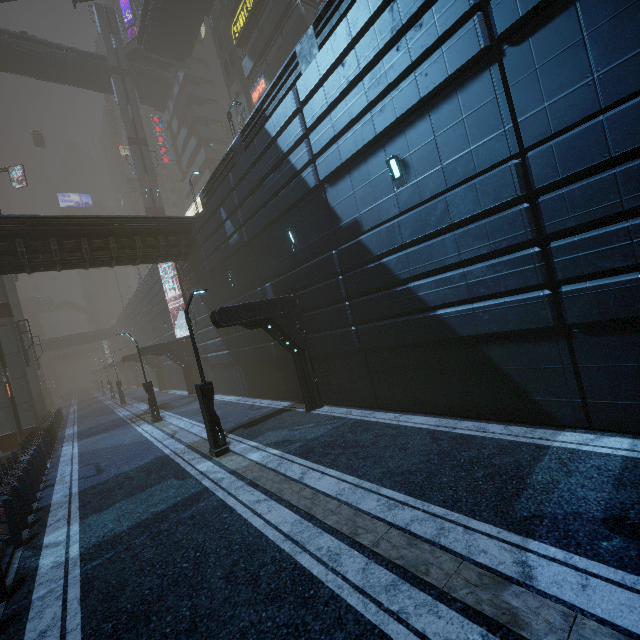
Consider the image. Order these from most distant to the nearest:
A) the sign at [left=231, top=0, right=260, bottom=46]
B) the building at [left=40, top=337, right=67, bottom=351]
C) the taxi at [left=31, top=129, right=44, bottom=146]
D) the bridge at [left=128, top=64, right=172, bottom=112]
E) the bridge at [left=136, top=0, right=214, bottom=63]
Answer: the building at [left=40, top=337, right=67, bottom=351] → the taxi at [left=31, top=129, right=44, bottom=146] → the bridge at [left=128, top=64, right=172, bottom=112] → the bridge at [left=136, top=0, right=214, bottom=63] → the sign at [left=231, top=0, right=260, bottom=46]

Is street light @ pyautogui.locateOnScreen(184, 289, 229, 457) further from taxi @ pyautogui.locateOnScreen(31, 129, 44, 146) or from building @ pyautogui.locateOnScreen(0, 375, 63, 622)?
taxi @ pyautogui.locateOnScreen(31, 129, 44, 146)

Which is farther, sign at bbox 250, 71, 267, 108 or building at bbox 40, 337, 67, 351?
building at bbox 40, 337, 67, 351

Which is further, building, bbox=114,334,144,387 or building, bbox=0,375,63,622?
building, bbox=114,334,144,387

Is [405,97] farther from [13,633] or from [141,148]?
[141,148]

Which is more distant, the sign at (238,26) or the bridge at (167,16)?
the bridge at (167,16)

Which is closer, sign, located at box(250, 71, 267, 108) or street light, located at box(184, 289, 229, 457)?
→ street light, located at box(184, 289, 229, 457)

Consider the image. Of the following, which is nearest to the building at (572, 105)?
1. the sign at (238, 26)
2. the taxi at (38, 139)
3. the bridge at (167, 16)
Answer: the sign at (238, 26)
